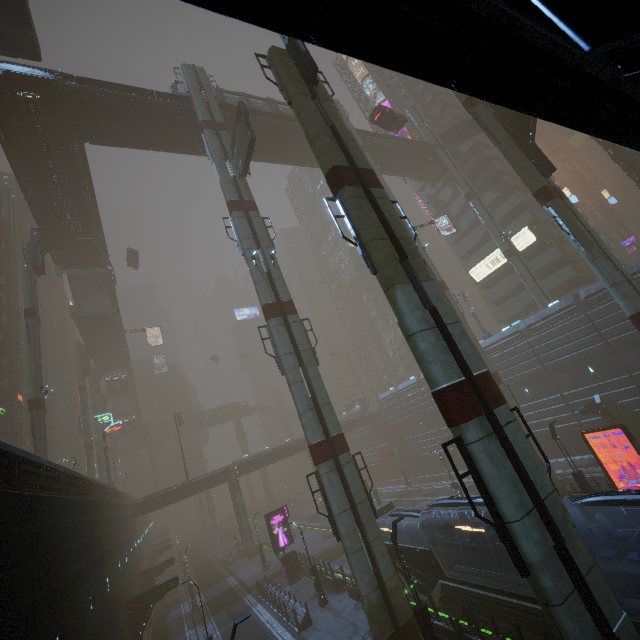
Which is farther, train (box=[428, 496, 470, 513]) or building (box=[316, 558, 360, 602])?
building (box=[316, 558, 360, 602])

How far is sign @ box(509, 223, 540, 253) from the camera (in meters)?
42.22

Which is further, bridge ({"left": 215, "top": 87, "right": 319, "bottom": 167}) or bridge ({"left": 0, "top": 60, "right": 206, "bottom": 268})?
bridge ({"left": 215, "top": 87, "right": 319, "bottom": 167})

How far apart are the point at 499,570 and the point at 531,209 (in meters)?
46.26

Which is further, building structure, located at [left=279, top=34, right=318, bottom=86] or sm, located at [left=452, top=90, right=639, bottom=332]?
sm, located at [left=452, top=90, right=639, bottom=332]

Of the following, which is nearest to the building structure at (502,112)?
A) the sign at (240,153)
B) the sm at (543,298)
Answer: the sm at (543,298)

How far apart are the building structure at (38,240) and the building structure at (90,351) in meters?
23.7 m

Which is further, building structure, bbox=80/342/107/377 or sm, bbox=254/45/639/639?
building structure, bbox=80/342/107/377
